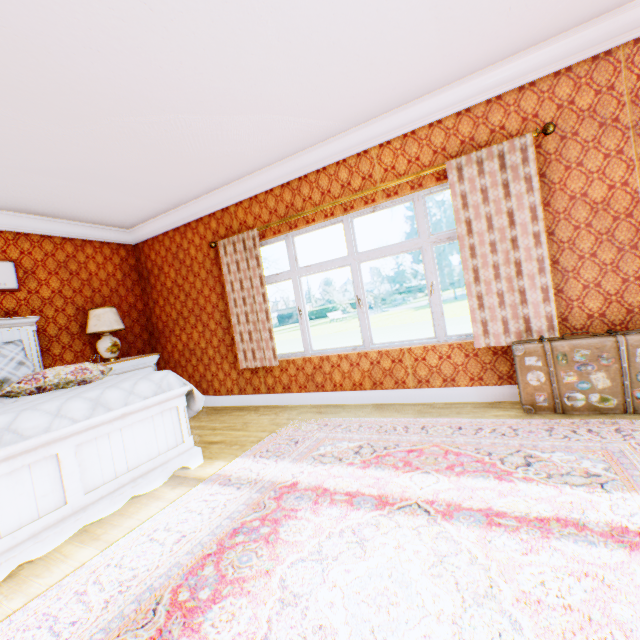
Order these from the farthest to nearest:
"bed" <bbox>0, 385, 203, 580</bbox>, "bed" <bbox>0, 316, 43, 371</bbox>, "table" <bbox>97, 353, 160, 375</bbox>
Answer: "table" <bbox>97, 353, 160, 375</bbox> → "bed" <bbox>0, 316, 43, 371</bbox> → "bed" <bbox>0, 385, 203, 580</bbox>

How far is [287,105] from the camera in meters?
3.0 m

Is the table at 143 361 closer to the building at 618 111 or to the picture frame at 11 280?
the building at 618 111

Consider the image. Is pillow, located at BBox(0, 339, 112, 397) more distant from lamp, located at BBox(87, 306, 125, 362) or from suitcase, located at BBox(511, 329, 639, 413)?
suitcase, located at BBox(511, 329, 639, 413)

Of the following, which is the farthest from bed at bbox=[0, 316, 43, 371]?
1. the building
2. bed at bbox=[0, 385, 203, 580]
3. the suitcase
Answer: the suitcase

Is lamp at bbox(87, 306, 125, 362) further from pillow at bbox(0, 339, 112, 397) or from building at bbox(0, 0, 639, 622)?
pillow at bbox(0, 339, 112, 397)

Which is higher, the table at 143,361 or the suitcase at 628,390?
the table at 143,361

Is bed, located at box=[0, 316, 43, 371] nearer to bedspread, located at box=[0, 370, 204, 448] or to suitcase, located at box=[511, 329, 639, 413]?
bedspread, located at box=[0, 370, 204, 448]
